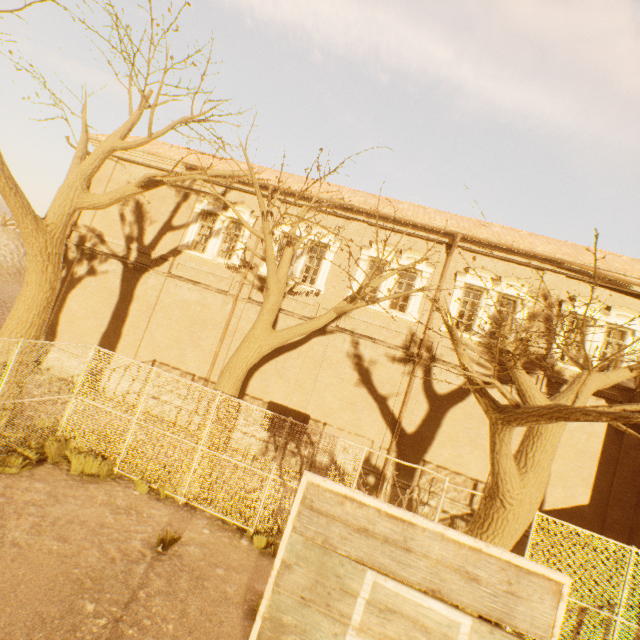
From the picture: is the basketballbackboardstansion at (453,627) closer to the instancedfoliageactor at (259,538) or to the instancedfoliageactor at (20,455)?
the instancedfoliageactor at (259,538)

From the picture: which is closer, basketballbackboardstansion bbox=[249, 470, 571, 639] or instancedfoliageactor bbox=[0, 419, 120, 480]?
basketballbackboardstansion bbox=[249, 470, 571, 639]

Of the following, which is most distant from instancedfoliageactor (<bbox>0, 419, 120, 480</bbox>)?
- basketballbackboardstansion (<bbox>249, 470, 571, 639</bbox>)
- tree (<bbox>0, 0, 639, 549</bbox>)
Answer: basketballbackboardstansion (<bbox>249, 470, 571, 639</bbox>)

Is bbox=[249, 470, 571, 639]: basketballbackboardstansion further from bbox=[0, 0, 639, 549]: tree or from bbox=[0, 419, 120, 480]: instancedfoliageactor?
bbox=[0, 419, 120, 480]: instancedfoliageactor

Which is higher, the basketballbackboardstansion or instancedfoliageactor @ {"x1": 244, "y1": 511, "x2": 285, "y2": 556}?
the basketballbackboardstansion

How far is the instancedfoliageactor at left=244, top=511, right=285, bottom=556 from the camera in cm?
749

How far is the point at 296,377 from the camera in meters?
13.3 m

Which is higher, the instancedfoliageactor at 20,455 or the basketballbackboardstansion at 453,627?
the basketballbackboardstansion at 453,627
